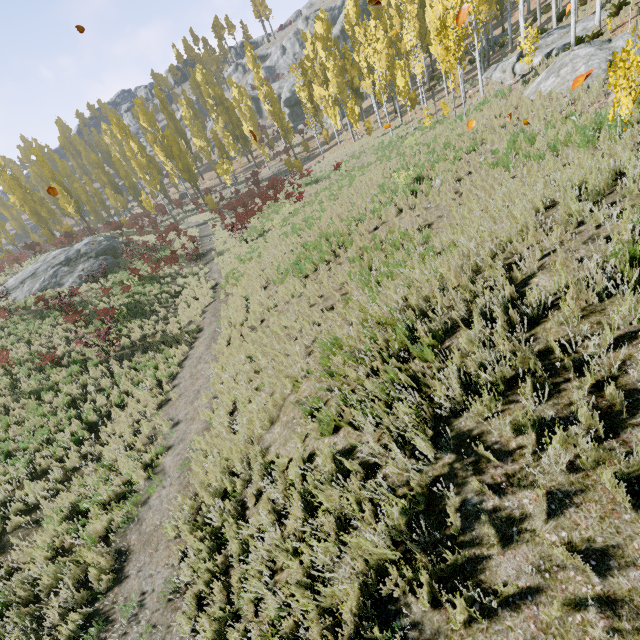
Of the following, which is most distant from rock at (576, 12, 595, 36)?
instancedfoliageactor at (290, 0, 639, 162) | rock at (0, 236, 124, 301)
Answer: rock at (0, 236, 124, 301)

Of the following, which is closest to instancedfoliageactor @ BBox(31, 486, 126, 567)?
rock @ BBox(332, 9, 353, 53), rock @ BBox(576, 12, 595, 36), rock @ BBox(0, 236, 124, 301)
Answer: rock @ BBox(576, 12, 595, 36)

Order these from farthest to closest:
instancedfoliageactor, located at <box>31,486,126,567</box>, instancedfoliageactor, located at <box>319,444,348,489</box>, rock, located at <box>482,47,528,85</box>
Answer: rock, located at <box>482,47,528,85</box> → instancedfoliageactor, located at <box>31,486,126,567</box> → instancedfoliageactor, located at <box>319,444,348,489</box>

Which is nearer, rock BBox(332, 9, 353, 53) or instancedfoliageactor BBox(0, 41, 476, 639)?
instancedfoliageactor BBox(0, 41, 476, 639)

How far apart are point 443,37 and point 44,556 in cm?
2404

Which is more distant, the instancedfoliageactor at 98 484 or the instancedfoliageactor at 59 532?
the instancedfoliageactor at 98 484

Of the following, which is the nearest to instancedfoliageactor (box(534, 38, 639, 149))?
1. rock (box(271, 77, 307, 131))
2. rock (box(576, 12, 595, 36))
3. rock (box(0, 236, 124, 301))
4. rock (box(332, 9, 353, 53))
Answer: rock (box(576, 12, 595, 36))

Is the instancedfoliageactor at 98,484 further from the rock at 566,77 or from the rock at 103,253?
the rock at 103,253
